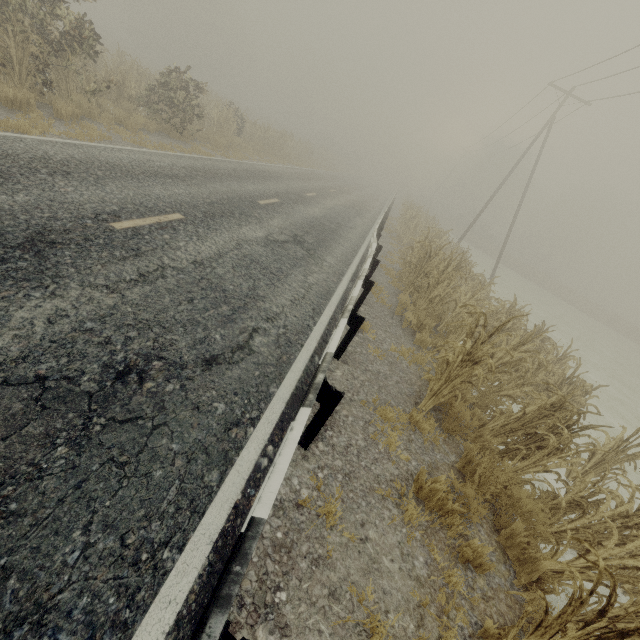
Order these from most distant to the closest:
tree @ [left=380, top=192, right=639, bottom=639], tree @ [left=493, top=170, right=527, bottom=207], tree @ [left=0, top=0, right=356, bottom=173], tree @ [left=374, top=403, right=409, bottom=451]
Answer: tree @ [left=493, top=170, right=527, bottom=207]
tree @ [left=0, top=0, right=356, bottom=173]
tree @ [left=374, top=403, right=409, bottom=451]
tree @ [left=380, top=192, right=639, bottom=639]

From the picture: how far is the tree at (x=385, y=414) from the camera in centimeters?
424cm

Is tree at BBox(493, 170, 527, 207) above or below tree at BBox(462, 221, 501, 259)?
above

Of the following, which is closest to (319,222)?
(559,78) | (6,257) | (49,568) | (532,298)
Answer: (6,257)

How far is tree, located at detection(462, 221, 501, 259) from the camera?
46.4m

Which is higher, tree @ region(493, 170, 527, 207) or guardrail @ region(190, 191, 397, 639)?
tree @ region(493, 170, 527, 207)

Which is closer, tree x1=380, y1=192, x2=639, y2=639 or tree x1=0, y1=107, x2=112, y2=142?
tree x1=380, y1=192, x2=639, y2=639
